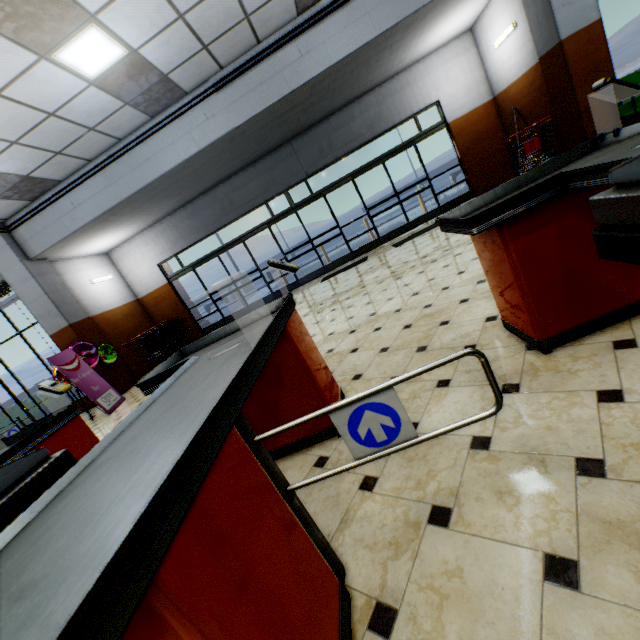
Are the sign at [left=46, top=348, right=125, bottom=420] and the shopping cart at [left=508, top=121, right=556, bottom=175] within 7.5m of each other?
no

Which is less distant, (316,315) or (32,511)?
(32,511)

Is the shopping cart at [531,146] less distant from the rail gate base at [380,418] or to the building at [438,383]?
the building at [438,383]

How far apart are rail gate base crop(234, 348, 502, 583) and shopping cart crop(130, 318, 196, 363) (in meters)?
8.15

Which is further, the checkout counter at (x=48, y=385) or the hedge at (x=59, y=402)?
the hedge at (x=59, y=402)

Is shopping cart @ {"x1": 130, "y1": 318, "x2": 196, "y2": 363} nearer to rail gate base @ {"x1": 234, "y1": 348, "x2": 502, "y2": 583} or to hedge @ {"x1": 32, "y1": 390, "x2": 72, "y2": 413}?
hedge @ {"x1": 32, "y1": 390, "x2": 72, "y2": 413}

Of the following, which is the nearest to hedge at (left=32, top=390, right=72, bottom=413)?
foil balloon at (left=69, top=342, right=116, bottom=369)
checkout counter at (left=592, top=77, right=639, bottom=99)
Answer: foil balloon at (left=69, top=342, right=116, bottom=369)

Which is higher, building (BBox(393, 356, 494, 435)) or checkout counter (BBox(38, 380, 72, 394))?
checkout counter (BBox(38, 380, 72, 394))
